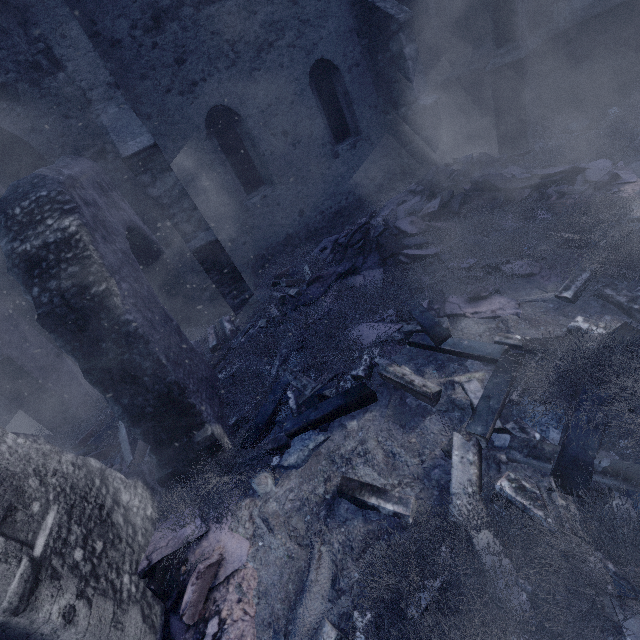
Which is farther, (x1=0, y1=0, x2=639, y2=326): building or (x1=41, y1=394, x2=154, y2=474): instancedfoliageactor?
(x1=0, y1=0, x2=639, y2=326): building

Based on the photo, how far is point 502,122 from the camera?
7.5 meters

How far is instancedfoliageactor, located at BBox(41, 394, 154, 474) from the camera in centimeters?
490cm

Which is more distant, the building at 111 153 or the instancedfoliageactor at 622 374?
the building at 111 153

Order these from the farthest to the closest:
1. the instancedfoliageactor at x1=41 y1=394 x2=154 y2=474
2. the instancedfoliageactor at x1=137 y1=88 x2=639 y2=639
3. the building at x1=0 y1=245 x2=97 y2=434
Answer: the building at x1=0 y1=245 x2=97 y2=434, the instancedfoliageactor at x1=41 y1=394 x2=154 y2=474, the instancedfoliageactor at x1=137 y1=88 x2=639 y2=639

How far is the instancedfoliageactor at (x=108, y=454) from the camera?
4.90m

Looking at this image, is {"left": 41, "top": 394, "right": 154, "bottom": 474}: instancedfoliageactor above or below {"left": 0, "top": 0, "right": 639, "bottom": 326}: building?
below
